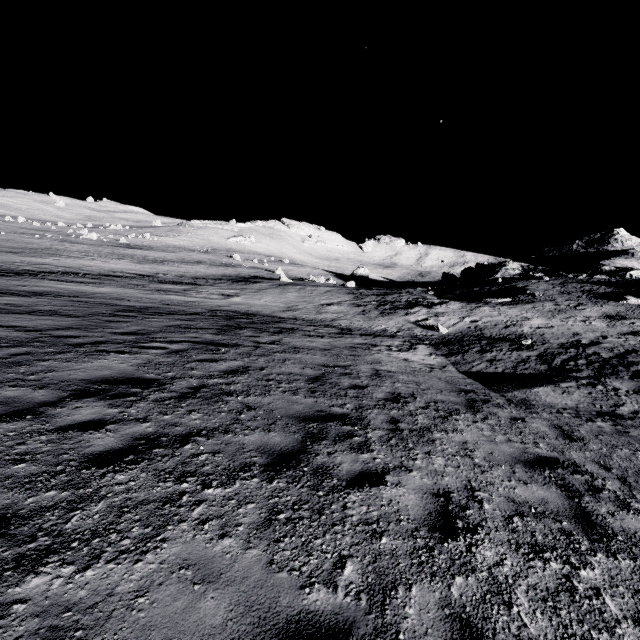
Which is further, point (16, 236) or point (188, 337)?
point (16, 236)
